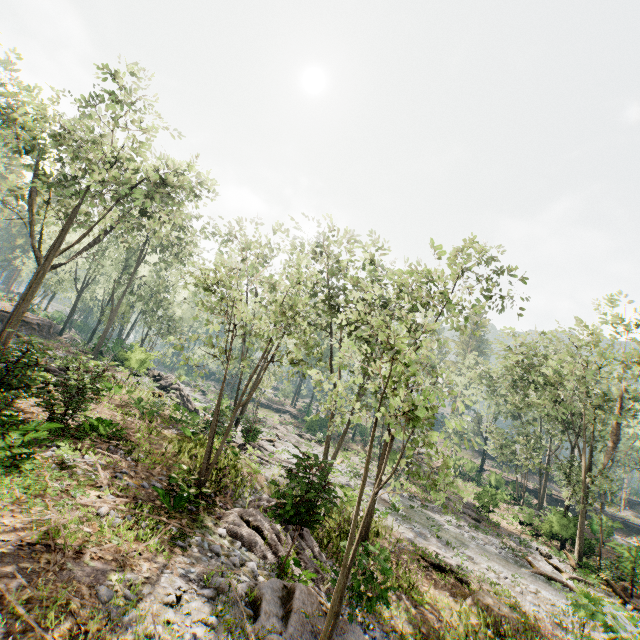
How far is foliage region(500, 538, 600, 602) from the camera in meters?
13.8

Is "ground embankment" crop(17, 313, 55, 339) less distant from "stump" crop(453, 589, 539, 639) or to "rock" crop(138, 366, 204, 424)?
"rock" crop(138, 366, 204, 424)

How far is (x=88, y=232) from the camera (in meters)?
19.75

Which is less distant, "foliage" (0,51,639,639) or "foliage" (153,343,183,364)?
"foliage" (0,51,639,639)

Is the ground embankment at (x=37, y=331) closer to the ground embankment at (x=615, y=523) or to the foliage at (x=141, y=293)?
the foliage at (x=141, y=293)

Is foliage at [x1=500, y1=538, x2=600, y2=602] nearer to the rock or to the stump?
the rock

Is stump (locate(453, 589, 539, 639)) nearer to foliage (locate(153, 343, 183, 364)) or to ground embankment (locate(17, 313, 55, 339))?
foliage (locate(153, 343, 183, 364))

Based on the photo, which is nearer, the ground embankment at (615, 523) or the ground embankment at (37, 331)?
the ground embankment at (615, 523)
